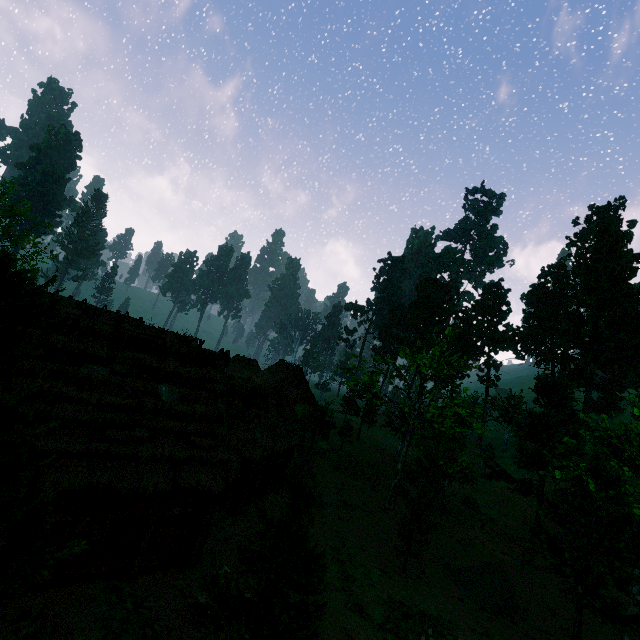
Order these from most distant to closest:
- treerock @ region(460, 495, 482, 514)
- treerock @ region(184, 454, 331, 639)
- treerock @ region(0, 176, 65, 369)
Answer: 1. treerock @ region(460, 495, 482, 514)
2. treerock @ region(184, 454, 331, 639)
3. treerock @ region(0, 176, 65, 369)

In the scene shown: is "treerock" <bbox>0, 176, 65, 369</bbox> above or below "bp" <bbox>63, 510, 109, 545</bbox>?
above

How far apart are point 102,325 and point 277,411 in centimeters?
1174cm

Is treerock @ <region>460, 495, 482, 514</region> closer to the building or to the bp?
the building

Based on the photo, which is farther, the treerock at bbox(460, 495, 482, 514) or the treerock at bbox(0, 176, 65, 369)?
the treerock at bbox(460, 495, 482, 514)

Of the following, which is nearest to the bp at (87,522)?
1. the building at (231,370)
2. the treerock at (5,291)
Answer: the building at (231,370)

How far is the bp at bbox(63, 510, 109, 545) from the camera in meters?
10.1

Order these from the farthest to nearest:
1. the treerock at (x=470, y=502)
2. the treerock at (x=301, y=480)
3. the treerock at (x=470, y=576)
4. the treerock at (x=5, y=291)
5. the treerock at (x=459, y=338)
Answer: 1. the treerock at (x=470, y=502)
2. the treerock at (x=470, y=576)
3. the treerock at (x=459, y=338)
4. the treerock at (x=301, y=480)
5. the treerock at (x=5, y=291)
